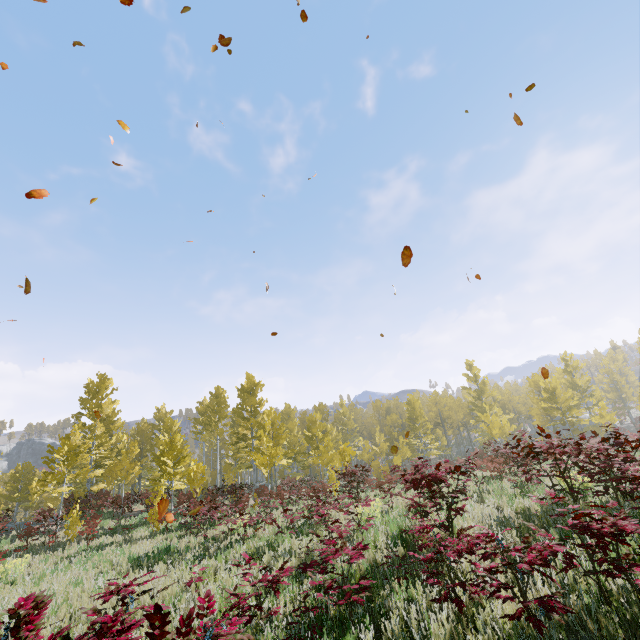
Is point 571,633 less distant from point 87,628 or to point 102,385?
point 87,628
